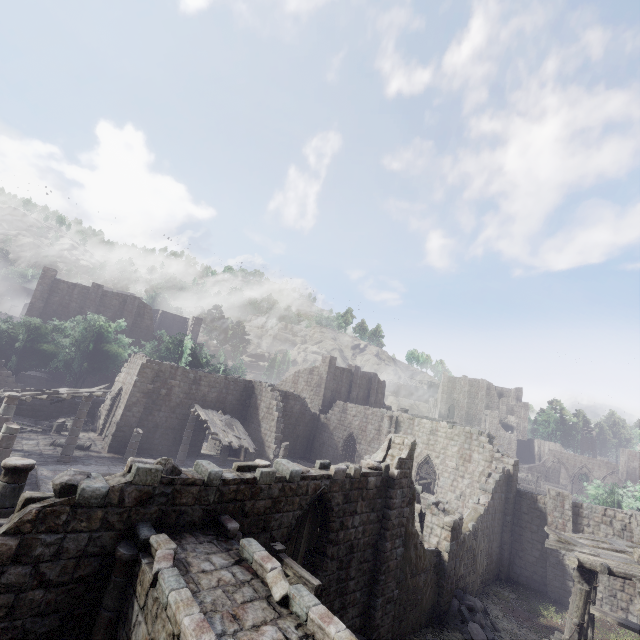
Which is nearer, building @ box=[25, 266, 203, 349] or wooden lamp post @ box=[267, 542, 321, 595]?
wooden lamp post @ box=[267, 542, 321, 595]

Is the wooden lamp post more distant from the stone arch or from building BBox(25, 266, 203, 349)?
building BBox(25, 266, 203, 349)

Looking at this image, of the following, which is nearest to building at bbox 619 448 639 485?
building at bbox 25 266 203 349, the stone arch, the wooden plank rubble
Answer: the stone arch

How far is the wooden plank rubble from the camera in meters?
22.0 m

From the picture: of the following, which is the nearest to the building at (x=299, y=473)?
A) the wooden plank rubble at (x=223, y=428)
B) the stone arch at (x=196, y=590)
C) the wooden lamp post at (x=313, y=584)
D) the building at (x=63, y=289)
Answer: the stone arch at (x=196, y=590)

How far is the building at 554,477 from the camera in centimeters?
5825cm

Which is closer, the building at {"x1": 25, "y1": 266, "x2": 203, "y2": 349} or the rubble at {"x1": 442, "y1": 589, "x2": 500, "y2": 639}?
the rubble at {"x1": 442, "y1": 589, "x2": 500, "y2": 639}

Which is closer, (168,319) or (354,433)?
(354,433)
